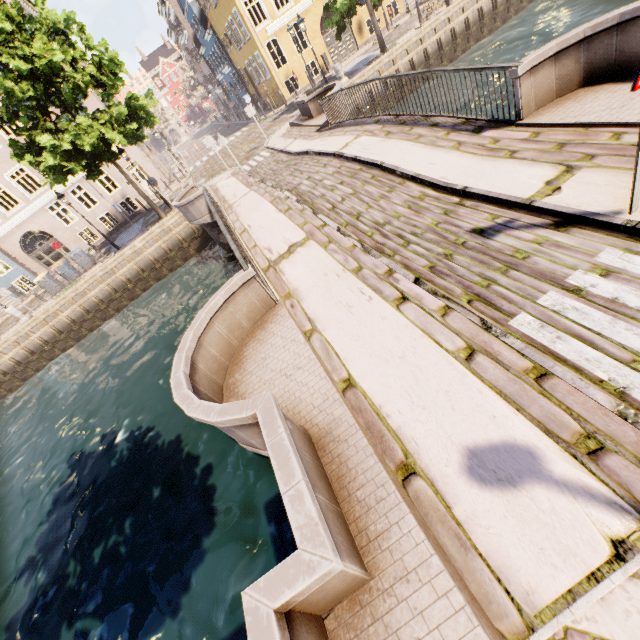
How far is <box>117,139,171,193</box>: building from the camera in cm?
2517

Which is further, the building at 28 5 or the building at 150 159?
the building at 150 159

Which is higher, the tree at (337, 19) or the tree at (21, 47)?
the tree at (21, 47)

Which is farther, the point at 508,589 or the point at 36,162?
the point at 36,162

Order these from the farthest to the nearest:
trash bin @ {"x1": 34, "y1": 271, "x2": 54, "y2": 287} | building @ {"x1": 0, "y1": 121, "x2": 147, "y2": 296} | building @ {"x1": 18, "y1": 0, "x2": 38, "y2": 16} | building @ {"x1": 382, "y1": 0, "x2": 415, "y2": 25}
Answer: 1. building @ {"x1": 382, "y1": 0, "x2": 415, "y2": 25}
2. building @ {"x1": 0, "y1": 121, "x2": 147, "y2": 296}
3. building @ {"x1": 18, "y1": 0, "x2": 38, "y2": 16}
4. trash bin @ {"x1": 34, "y1": 271, "x2": 54, "y2": 287}

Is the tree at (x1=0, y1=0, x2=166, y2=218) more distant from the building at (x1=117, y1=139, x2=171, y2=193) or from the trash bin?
the trash bin

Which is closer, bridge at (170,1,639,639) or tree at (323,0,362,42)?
bridge at (170,1,639,639)
